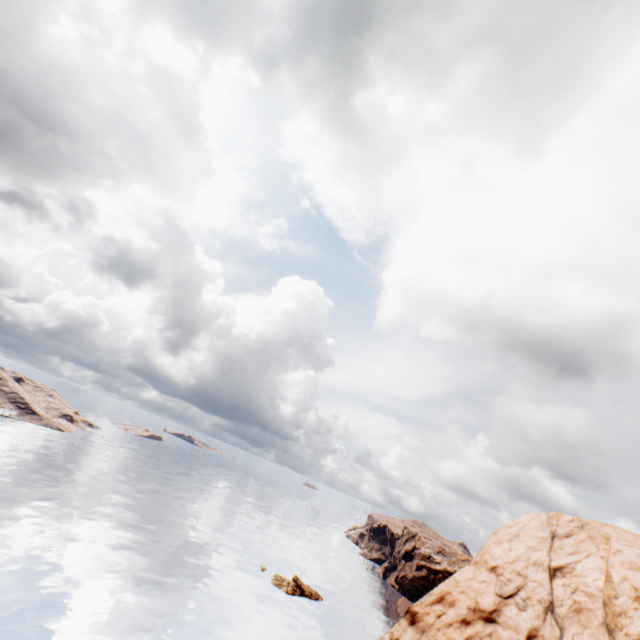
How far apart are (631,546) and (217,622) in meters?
47.3 m
